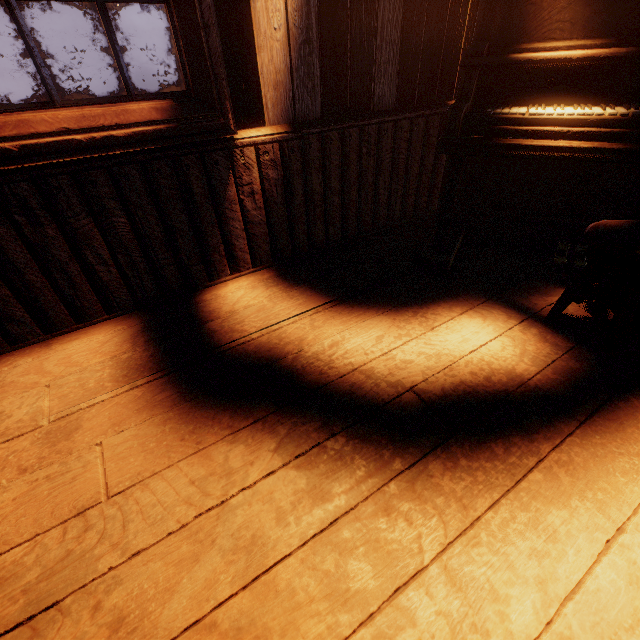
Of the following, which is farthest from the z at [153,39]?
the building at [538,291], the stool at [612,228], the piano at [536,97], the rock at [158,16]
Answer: the stool at [612,228]

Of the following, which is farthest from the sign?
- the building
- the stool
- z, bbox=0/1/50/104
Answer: the stool

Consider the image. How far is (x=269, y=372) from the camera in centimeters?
153cm

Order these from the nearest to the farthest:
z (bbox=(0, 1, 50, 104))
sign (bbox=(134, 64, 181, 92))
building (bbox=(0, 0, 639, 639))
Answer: building (bbox=(0, 0, 639, 639)), sign (bbox=(134, 64, 181, 92)), z (bbox=(0, 1, 50, 104))

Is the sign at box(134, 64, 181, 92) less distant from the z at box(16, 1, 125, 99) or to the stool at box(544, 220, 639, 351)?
the z at box(16, 1, 125, 99)

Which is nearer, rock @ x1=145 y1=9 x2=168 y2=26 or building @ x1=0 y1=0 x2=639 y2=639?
building @ x1=0 y1=0 x2=639 y2=639

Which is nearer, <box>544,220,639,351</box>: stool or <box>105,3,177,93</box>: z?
<box>544,220,639,351</box>: stool

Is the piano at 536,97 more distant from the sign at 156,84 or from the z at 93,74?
the sign at 156,84
